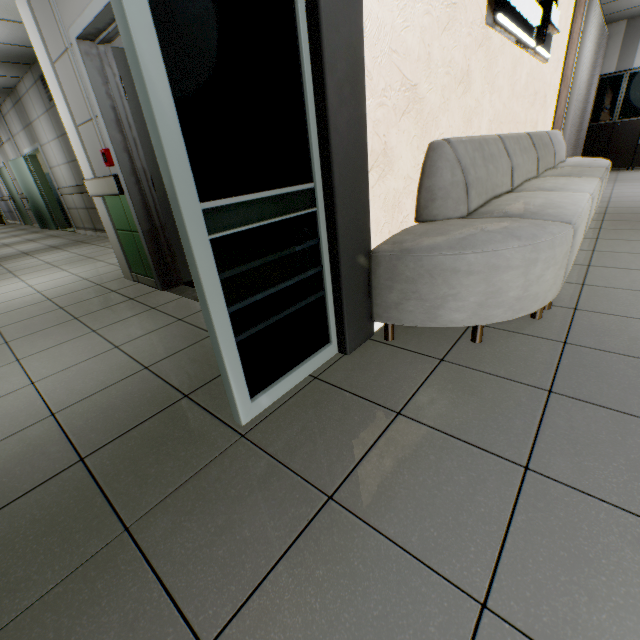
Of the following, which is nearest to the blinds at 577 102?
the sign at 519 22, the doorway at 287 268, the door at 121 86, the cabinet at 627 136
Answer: the cabinet at 627 136

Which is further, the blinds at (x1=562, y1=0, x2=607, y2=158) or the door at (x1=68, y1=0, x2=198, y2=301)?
the blinds at (x1=562, y1=0, x2=607, y2=158)

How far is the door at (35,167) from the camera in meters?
8.6 m

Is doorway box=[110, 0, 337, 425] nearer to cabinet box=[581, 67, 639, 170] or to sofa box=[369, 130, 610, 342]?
sofa box=[369, 130, 610, 342]

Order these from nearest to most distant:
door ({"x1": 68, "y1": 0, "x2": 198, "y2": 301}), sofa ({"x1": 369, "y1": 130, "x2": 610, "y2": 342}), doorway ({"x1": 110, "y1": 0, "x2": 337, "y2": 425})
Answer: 1. doorway ({"x1": 110, "y1": 0, "x2": 337, "y2": 425})
2. sofa ({"x1": 369, "y1": 130, "x2": 610, "y2": 342})
3. door ({"x1": 68, "y1": 0, "x2": 198, "y2": 301})

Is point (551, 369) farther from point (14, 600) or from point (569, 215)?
point (14, 600)

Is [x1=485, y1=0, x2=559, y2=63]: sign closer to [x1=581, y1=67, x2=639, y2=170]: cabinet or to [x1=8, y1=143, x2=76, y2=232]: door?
[x1=581, y1=67, x2=639, y2=170]: cabinet

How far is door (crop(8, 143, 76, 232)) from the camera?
8.6 meters
